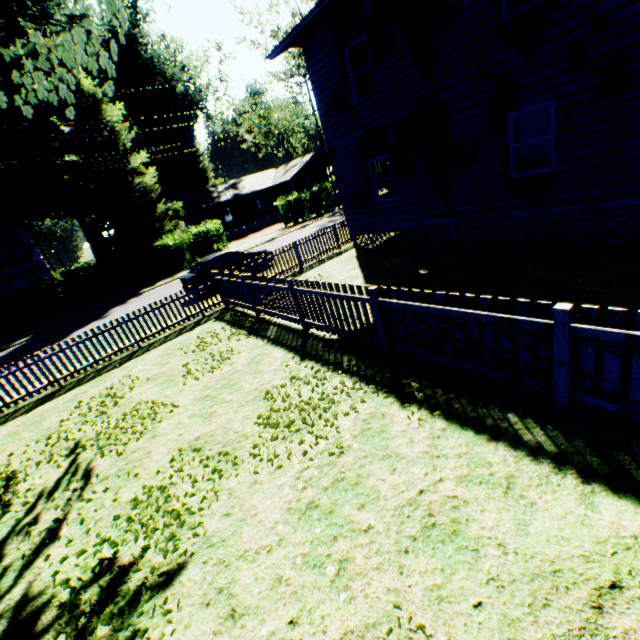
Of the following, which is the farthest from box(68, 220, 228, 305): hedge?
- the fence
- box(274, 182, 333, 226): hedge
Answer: the fence

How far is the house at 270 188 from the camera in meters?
39.8 m

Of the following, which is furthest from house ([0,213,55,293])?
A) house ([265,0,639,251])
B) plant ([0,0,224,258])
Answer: house ([265,0,639,251])

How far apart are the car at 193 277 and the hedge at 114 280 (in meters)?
11.09

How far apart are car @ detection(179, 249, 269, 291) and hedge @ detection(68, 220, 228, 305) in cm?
1109

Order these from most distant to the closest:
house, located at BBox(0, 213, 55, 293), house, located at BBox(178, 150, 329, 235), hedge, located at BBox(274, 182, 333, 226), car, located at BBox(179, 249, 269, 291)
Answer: house, located at BBox(178, 150, 329, 235), house, located at BBox(0, 213, 55, 293), hedge, located at BBox(274, 182, 333, 226), car, located at BBox(179, 249, 269, 291)

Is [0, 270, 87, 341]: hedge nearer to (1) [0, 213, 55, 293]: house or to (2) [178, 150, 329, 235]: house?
(1) [0, 213, 55, 293]: house

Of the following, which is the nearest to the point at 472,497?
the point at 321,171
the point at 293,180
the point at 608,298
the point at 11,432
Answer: the point at 608,298
